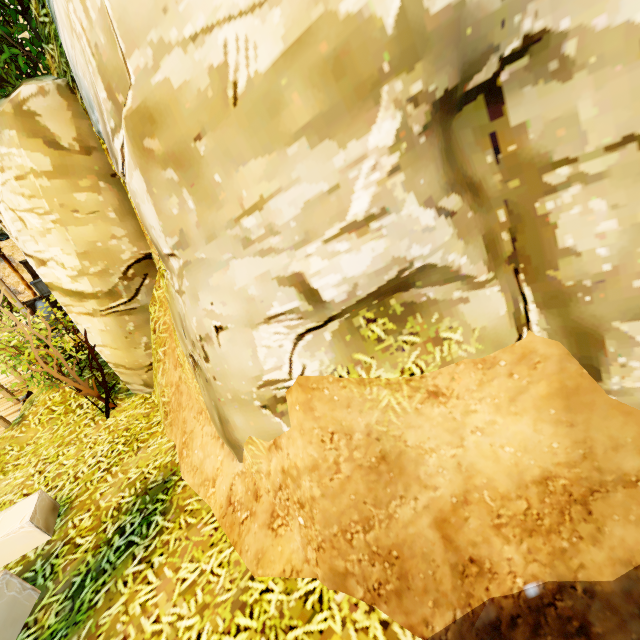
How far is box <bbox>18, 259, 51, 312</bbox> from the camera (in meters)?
12.00

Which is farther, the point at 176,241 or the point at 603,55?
the point at 176,241

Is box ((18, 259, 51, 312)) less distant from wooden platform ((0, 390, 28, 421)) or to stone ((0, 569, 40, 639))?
wooden platform ((0, 390, 28, 421))

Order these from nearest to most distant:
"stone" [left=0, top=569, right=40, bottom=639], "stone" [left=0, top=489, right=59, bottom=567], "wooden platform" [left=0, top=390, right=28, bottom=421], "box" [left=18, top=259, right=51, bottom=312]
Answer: "stone" [left=0, top=569, right=40, bottom=639] → "stone" [left=0, top=489, right=59, bottom=567] → "wooden platform" [left=0, top=390, right=28, bottom=421] → "box" [left=18, top=259, right=51, bottom=312]

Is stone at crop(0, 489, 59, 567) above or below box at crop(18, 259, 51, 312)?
below

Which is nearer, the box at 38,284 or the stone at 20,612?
the stone at 20,612

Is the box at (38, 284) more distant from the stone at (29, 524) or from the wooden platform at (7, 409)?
the stone at (29, 524)
